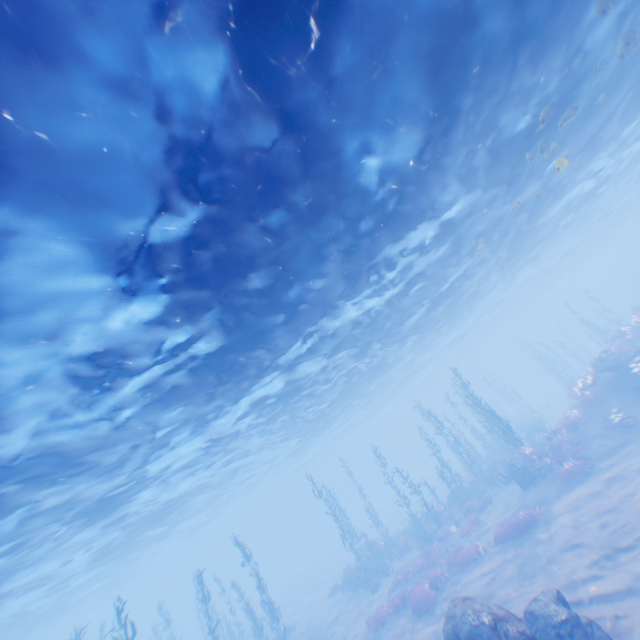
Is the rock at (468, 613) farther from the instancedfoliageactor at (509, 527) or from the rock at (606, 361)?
the rock at (606, 361)

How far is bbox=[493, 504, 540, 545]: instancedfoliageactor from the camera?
15.31m

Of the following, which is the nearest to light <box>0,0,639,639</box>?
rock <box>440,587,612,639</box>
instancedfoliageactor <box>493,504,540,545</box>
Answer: rock <box>440,587,612,639</box>

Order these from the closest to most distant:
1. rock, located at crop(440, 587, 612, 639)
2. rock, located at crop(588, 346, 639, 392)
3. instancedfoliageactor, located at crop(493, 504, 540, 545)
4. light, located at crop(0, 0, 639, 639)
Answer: light, located at crop(0, 0, 639, 639) → rock, located at crop(440, 587, 612, 639) → instancedfoliageactor, located at crop(493, 504, 540, 545) → rock, located at crop(588, 346, 639, 392)

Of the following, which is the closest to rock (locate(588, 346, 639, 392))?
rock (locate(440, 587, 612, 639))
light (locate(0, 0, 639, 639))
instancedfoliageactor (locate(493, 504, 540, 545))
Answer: instancedfoliageactor (locate(493, 504, 540, 545))

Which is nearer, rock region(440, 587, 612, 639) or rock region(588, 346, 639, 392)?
rock region(440, 587, 612, 639)

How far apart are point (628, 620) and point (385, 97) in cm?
1428

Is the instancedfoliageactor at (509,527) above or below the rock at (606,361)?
below
